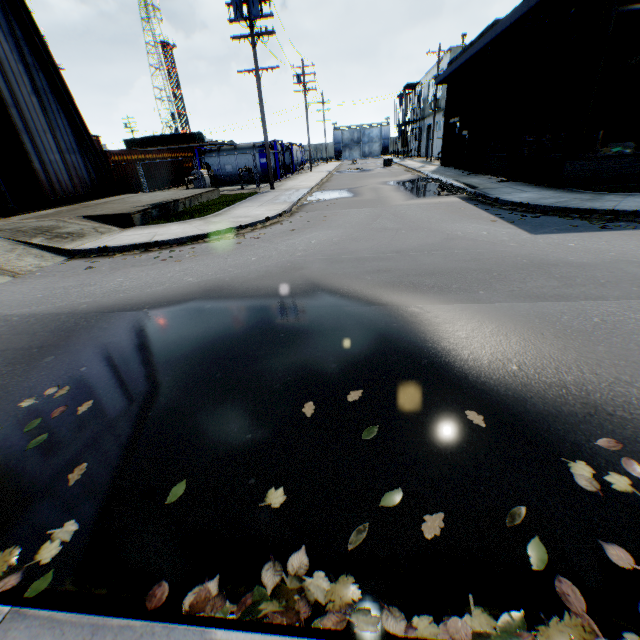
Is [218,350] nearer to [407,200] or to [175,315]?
[175,315]

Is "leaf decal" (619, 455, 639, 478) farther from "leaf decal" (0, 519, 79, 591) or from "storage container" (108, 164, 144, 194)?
"storage container" (108, 164, 144, 194)

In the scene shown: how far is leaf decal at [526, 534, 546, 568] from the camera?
1.8m

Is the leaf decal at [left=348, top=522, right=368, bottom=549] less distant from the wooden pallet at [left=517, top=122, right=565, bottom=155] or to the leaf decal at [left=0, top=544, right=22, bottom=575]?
the leaf decal at [left=0, top=544, right=22, bottom=575]

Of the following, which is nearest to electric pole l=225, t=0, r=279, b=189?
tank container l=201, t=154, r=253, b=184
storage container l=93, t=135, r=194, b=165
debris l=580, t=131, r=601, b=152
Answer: tank container l=201, t=154, r=253, b=184

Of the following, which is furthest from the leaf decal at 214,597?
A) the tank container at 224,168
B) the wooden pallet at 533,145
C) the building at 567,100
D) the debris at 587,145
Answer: the tank container at 224,168

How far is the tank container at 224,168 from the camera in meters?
26.5

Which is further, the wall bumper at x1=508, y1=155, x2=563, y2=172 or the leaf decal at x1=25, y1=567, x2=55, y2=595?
the wall bumper at x1=508, y1=155, x2=563, y2=172
